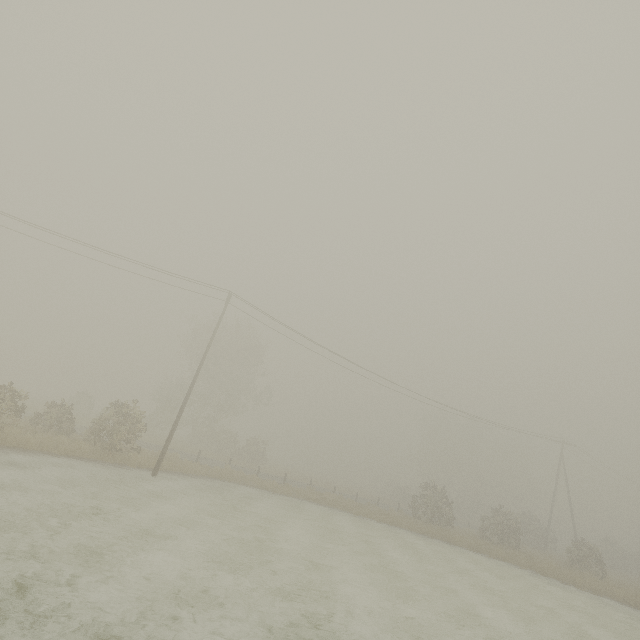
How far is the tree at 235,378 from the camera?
40.1m

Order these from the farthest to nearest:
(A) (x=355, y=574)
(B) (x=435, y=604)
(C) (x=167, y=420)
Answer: (C) (x=167, y=420) → (A) (x=355, y=574) → (B) (x=435, y=604)

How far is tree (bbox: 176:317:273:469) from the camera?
40.1m
